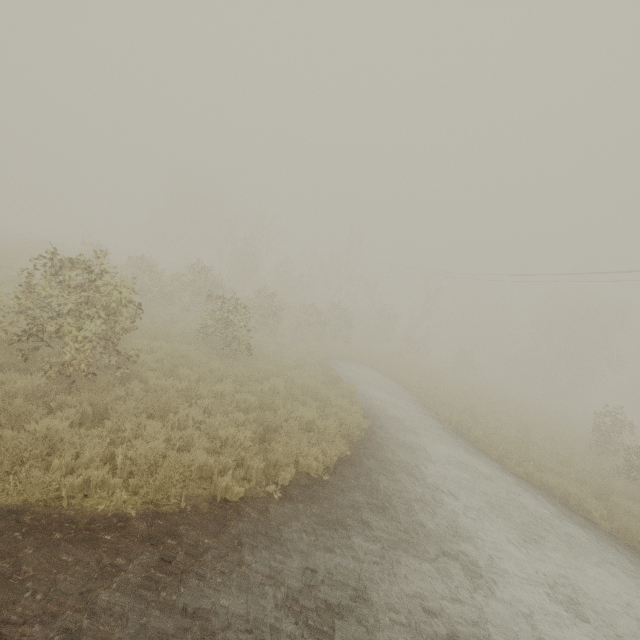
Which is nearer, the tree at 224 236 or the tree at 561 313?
the tree at 224 236

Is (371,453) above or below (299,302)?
below

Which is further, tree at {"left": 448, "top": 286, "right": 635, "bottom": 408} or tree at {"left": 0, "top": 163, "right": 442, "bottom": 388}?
tree at {"left": 448, "top": 286, "right": 635, "bottom": 408}
